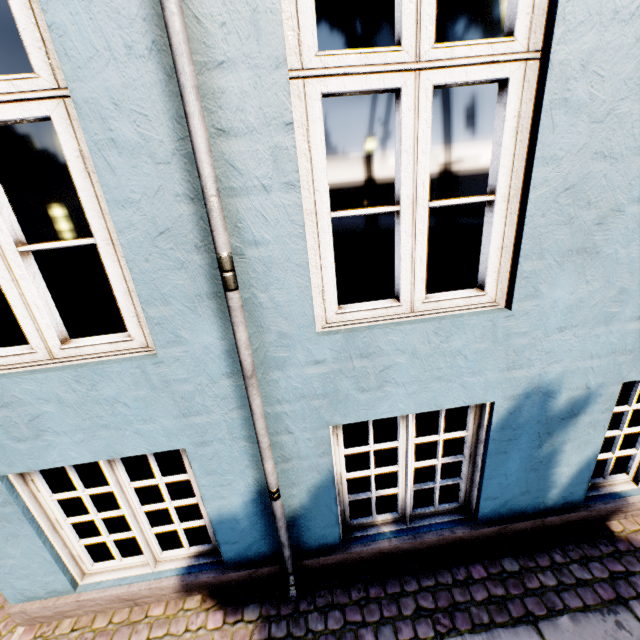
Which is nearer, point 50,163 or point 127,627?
point 127,627
